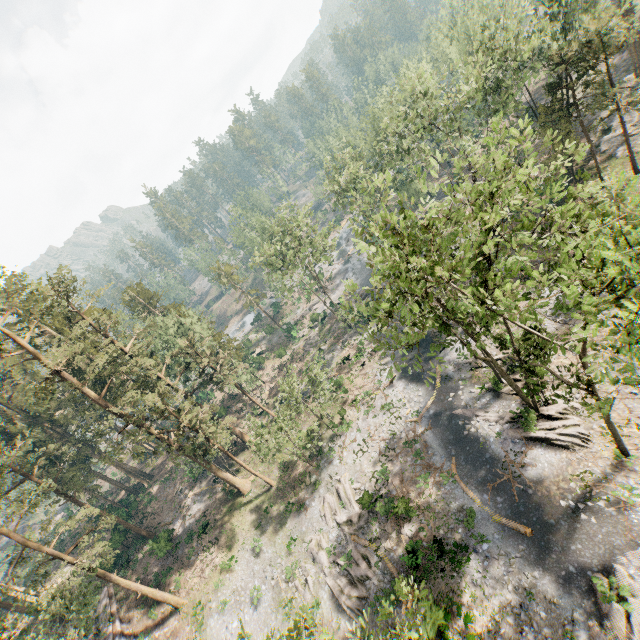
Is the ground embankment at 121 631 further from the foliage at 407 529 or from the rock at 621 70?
the rock at 621 70

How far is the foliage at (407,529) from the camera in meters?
23.5 m

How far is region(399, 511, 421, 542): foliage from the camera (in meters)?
23.47

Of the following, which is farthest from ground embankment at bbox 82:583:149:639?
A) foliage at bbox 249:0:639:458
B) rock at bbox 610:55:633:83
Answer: rock at bbox 610:55:633:83

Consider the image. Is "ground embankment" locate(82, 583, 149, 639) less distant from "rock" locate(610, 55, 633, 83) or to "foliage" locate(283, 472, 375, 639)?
"foliage" locate(283, 472, 375, 639)

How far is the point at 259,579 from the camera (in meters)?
29.02
